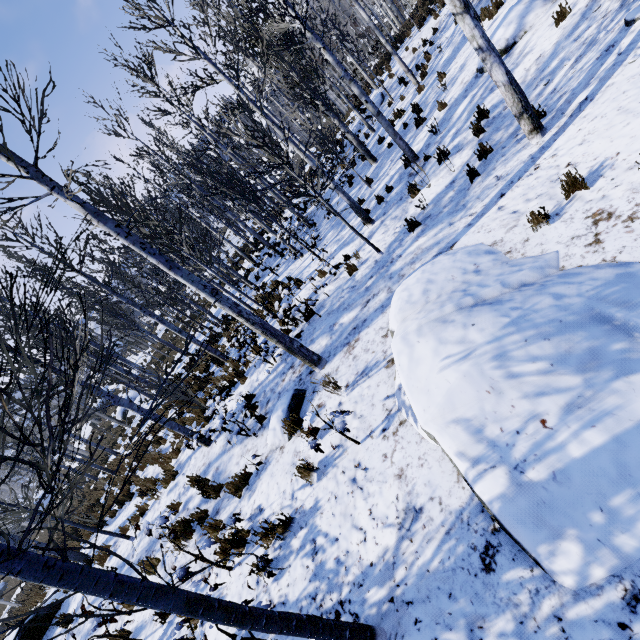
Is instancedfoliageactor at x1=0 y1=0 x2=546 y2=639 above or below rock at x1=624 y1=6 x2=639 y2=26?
above

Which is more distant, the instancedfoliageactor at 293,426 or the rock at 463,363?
the instancedfoliageactor at 293,426

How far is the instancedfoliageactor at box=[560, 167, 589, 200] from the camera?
4.1m

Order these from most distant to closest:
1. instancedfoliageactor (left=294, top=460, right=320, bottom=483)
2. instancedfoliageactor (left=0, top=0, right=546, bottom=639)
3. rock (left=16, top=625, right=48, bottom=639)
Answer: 1. rock (left=16, top=625, right=48, bottom=639)
2. instancedfoliageactor (left=294, top=460, right=320, bottom=483)
3. instancedfoliageactor (left=0, top=0, right=546, bottom=639)

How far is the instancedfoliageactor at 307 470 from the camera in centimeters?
460cm

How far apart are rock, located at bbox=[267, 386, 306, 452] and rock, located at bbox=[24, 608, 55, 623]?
9.7m

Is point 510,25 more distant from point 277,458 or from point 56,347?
point 56,347
